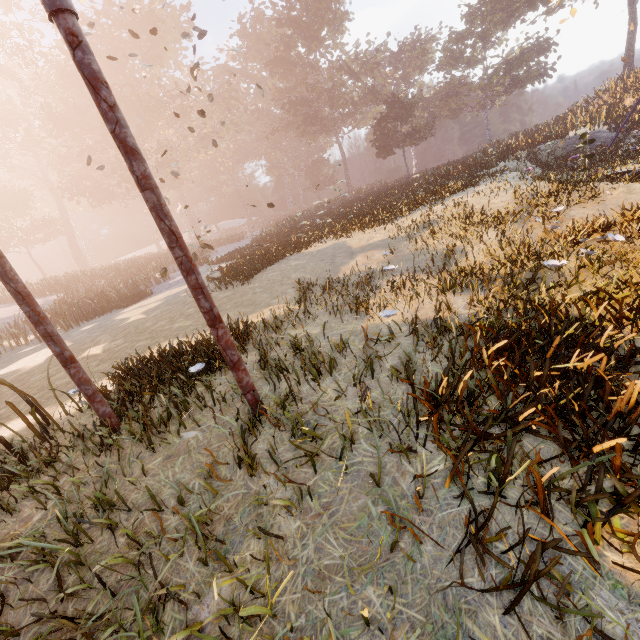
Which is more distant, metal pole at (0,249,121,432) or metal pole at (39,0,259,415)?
metal pole at (0,249,121,432)

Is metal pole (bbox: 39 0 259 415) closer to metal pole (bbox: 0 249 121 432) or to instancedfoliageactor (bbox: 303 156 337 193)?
metal pole (bbox: 0 249 121 432)

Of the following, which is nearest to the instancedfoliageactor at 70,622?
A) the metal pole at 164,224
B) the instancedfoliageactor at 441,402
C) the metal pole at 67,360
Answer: the metal pole at 164,224

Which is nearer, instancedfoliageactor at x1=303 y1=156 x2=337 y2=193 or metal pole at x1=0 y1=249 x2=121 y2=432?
metal pole at x1=0 y1=249 x2=121 y2=432

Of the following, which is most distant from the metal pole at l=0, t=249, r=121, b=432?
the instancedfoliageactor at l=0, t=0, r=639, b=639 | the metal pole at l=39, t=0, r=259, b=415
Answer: the instancedfoliageactor at l=0, t=0, r=639, b=639

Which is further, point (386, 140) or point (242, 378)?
point (386, 140)

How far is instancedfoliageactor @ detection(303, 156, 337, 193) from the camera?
55.6m

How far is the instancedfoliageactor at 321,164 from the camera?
55.56m
